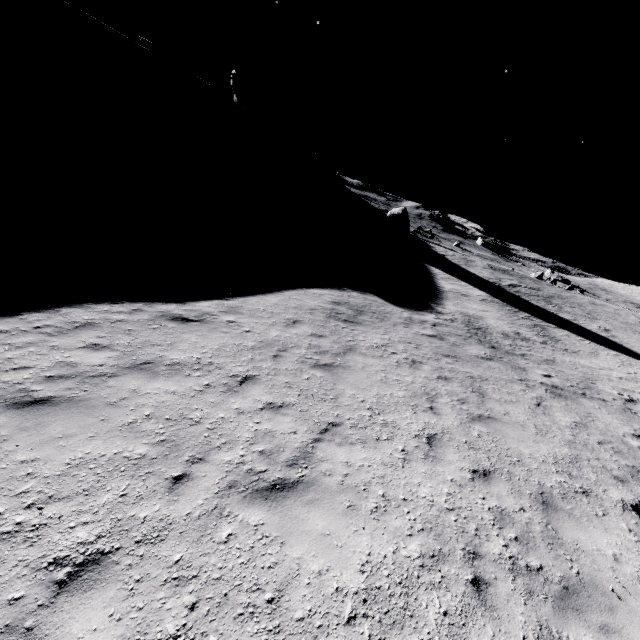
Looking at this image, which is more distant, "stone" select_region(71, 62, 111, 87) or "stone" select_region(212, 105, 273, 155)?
"stone" select_region(212, 105, 273, 155)

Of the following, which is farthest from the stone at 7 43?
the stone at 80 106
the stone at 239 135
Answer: the stone at 239 135

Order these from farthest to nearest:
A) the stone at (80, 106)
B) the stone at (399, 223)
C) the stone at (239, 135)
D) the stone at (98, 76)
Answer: the stone at (399, 223) → the stone at (239, 135) → the stone at (98, 76) → the stone at (80, 106)

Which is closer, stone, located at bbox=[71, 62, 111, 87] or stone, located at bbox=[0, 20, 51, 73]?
stone, located at bbox=[0, 20, 51, 73]

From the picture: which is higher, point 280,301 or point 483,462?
point 483,462

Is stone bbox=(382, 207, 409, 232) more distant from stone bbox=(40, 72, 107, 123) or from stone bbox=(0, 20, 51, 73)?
stone bbox=(0, 20, 51, 73)

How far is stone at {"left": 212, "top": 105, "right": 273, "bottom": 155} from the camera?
51.3 meters

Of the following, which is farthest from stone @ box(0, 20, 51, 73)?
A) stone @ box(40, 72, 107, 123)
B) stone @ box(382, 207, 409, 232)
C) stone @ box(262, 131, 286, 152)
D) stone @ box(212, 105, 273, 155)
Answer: stone @ box(382, 207, 409, 232)
